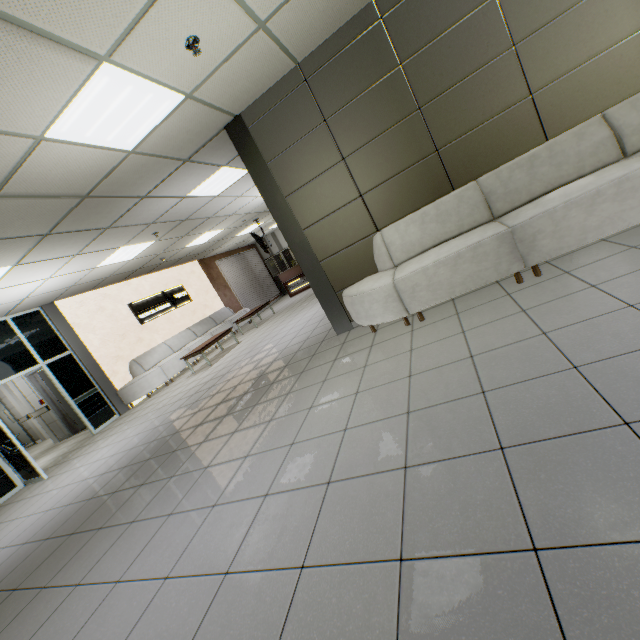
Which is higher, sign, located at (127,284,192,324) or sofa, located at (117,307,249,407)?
sign, located at (127,284,192,324)

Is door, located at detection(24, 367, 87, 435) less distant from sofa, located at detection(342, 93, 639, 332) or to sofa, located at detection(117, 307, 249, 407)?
sofa, located at detection(117, 307, 249, 407)

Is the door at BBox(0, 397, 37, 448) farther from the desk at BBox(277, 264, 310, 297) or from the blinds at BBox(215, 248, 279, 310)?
the desk at BBox(277, 264, 310, 297)

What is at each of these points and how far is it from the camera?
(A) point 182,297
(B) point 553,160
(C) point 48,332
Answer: (A) sign, 11.56m
(B) sofa, 3.32m
(C) doorway, 7.73m

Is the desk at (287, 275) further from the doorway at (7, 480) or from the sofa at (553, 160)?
the sofa at (553, 160)

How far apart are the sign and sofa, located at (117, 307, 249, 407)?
0.8m

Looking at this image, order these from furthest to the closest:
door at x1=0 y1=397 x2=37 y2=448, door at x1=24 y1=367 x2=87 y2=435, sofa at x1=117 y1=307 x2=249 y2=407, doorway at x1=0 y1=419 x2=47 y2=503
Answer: door at x1=0 y1=397 x2=37 y2=448, door at x1=24 y1=367 x2=87 y2=435, sofa at x1=117 y1=307 x2=249 y2=407, doorway at x1=0 y1=419 x2=47 y2=503

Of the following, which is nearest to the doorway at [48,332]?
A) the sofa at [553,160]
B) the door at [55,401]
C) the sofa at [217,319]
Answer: the sofa at [217,319]
